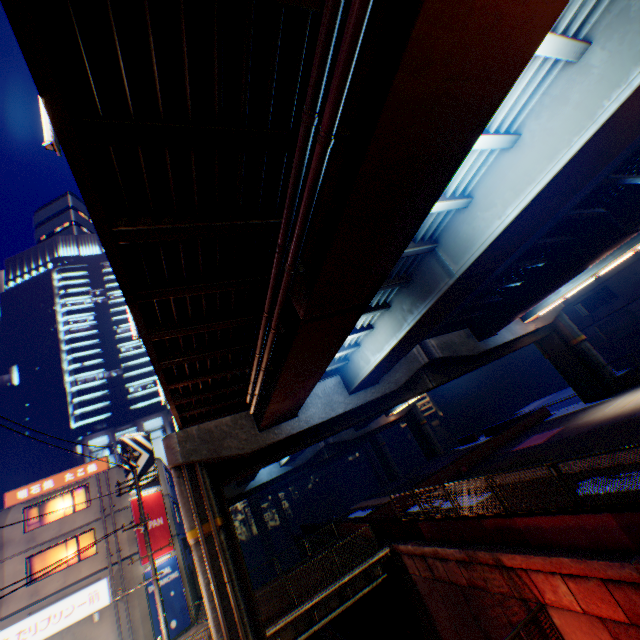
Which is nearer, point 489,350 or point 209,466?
point 209,466

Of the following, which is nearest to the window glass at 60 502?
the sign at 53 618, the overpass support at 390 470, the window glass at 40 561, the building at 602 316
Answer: the window glass at 40 561

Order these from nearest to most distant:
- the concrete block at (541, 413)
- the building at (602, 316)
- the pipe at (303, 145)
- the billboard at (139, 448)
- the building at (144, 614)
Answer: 1. the pipe at (303, 145)
2. the building at (144, 614)
3. the concrete block at (541, 413)
4. the billboard at (139, 448)
5. the building at (602, 316)

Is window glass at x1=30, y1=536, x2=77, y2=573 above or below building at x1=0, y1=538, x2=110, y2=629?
above

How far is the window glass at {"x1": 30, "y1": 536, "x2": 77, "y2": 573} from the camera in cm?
2050

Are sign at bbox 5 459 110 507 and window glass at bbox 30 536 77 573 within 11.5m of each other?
yes

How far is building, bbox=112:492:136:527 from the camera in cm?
2227

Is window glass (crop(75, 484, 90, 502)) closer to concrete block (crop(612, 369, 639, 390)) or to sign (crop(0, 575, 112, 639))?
sign (crop(0, 575, 112, 639))
